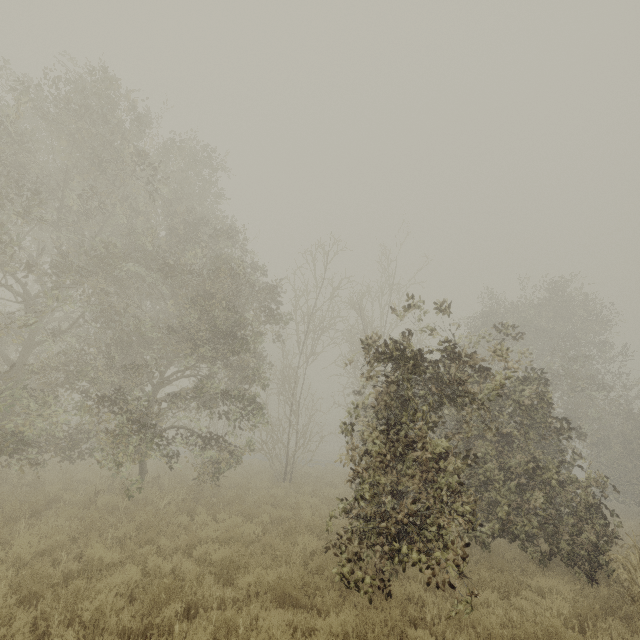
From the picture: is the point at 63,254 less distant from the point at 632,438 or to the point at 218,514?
the point at 218,514
